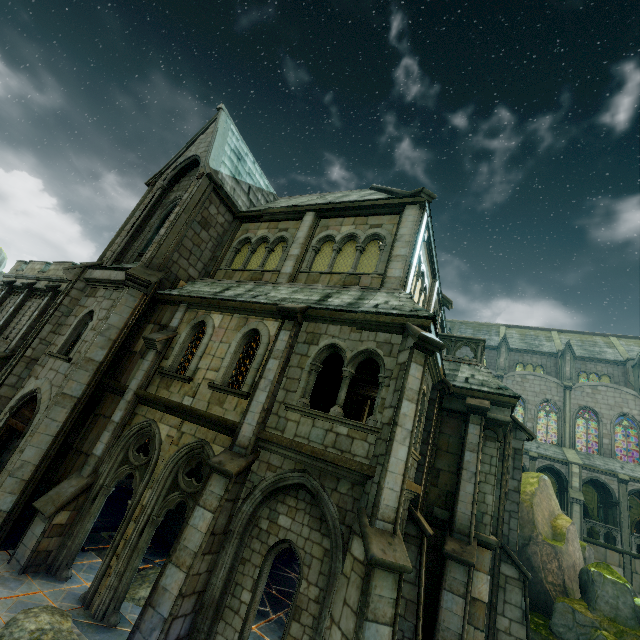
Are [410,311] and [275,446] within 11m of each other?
yes

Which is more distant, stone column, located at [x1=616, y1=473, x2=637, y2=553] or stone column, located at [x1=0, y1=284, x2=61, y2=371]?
stone column, located at [x1=616, y1=473, x2=637, y2=553]

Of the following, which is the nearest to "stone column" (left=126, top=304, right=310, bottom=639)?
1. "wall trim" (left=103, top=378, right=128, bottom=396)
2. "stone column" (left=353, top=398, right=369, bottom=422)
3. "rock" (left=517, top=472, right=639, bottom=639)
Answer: "wall trim" (left=103, top=378, right=128, bottom=396)

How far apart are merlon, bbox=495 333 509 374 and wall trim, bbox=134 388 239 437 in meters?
35.2 m

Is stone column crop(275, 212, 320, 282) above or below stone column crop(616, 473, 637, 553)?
above

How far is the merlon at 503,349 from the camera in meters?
35.8 m

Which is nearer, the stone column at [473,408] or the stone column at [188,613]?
the stone column at [188,613]

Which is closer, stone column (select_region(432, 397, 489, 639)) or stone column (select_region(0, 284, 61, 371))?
stone column (select_region(432, 397, 489, 639))
